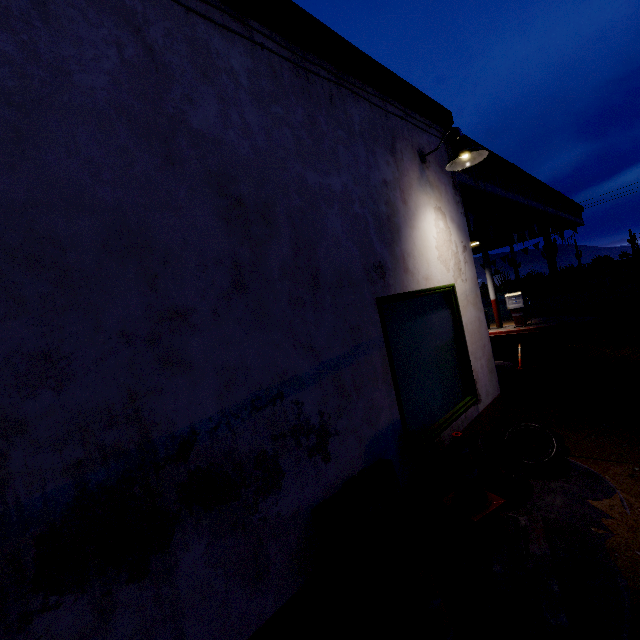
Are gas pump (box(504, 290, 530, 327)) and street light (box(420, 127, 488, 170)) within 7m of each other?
no

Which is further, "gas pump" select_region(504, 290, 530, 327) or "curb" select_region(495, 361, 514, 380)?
"gas pump" select_region(504, 290, 530, 327)

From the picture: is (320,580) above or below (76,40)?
below

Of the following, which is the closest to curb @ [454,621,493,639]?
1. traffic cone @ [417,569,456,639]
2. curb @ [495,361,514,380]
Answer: traffic cone @ [417,569,456,639]

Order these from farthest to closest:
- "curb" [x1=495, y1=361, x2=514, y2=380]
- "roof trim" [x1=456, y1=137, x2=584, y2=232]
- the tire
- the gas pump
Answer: the gas pump
"curb" [x1=495, y1=361, x2=514, y2=380]
"roof trim" [x1=456, y1=137, x2=584, y2=232]
the tire

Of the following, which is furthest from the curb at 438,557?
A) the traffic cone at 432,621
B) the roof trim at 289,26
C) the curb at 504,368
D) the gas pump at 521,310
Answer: the gas pump at 521,310

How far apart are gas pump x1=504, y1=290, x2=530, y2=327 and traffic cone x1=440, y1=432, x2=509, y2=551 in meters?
12.8

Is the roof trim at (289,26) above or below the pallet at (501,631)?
above
